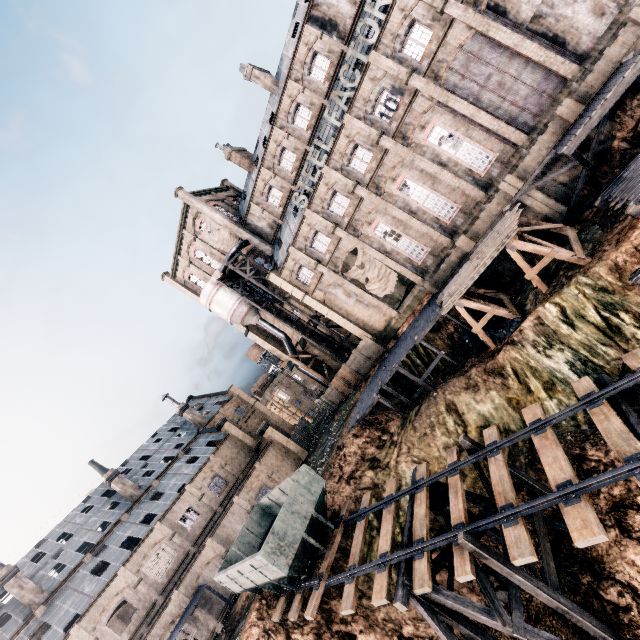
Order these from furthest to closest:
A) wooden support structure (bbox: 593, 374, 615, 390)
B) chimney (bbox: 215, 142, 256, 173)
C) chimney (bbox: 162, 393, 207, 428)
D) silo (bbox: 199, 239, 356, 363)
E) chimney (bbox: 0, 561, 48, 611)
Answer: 1. chimney (bbox: 162, 393, 207, 428)
2. chimney (bbox: 215, 142, 256, 173)
3. silo (bbox: 199, 239, 356, 363)
4. chimney (bbox: 0, 561, 48, 611)
5. wooden support structure (bbox: 593, 374, 615, 390)

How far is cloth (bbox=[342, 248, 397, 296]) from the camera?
33.2 meters

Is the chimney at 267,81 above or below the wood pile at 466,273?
above

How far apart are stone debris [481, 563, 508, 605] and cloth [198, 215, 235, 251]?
40.6m

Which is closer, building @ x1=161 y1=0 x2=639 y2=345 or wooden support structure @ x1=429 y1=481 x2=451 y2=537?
wooden support structure @ x1=429 y1=481 x2=451 y2=537

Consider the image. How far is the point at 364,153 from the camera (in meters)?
29.27

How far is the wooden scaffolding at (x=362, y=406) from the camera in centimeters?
2539cm

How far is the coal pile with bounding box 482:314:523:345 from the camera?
21.1m
